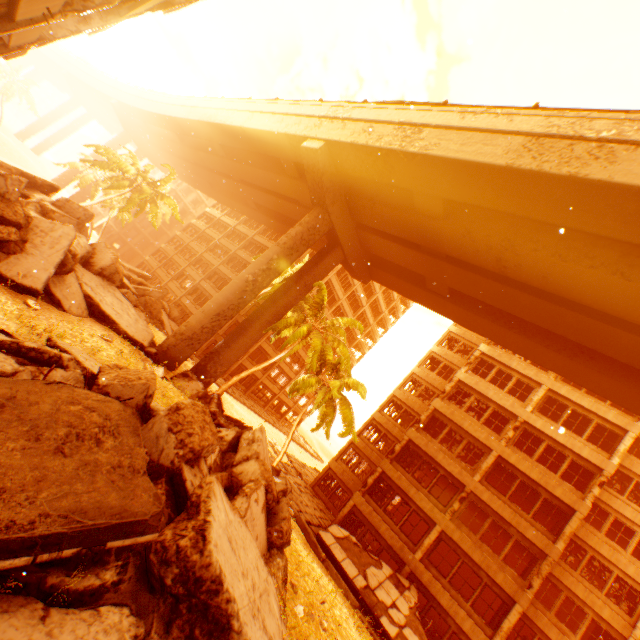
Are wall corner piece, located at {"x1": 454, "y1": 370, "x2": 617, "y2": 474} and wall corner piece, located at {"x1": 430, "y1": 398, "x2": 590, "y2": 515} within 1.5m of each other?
no

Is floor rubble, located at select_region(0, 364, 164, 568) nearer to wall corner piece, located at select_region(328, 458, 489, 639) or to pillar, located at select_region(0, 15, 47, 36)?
pillar, located at select_region(0, 15, 47, 36)

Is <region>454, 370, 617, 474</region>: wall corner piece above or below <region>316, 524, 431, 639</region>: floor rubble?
above

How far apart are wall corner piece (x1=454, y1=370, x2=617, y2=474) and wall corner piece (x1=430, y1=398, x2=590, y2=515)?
2.06m

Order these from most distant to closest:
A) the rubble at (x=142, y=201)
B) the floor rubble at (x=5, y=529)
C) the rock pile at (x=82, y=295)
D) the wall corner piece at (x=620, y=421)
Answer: the rubble at (x=142, y=201) < the wall corner piece at (x=620, y=421) < the rock pile at (x=82, y=295) < the floor rubble at (x=5, y=529)

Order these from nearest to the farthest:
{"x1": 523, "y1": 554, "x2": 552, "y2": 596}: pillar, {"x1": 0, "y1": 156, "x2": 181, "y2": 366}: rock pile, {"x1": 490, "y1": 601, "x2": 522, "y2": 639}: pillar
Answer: {"x1": 0, "y1": 156, "x2": 181, "y2": 366}: rock pile < {"x1": 490, "y1": 601, "x2": 522, "y2": 639}: pillar < {"x1": 523, "y1": 554, "x2": 552, "y2": 596}: pillar

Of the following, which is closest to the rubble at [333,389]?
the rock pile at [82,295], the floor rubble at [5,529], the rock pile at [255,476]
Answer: the rock pile at [82,295]

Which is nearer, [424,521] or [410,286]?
[424,521]
